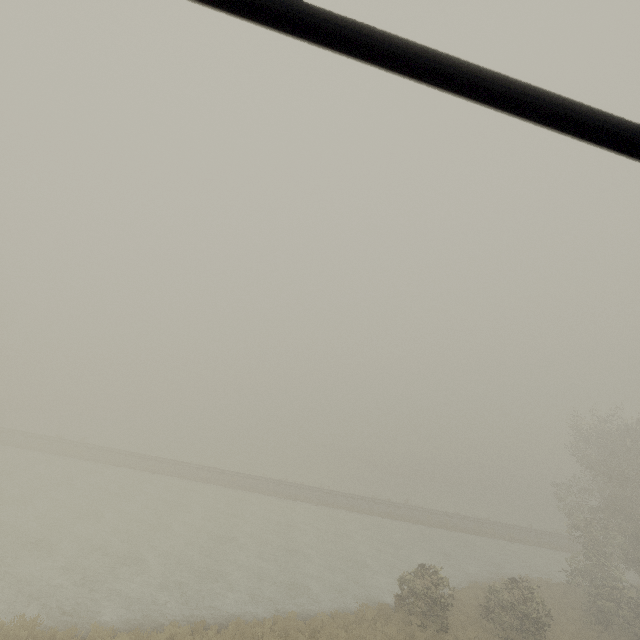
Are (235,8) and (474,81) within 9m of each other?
yes
